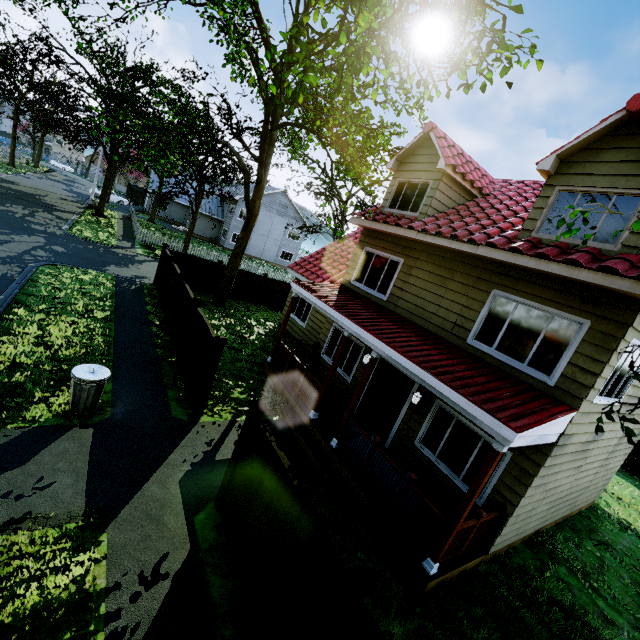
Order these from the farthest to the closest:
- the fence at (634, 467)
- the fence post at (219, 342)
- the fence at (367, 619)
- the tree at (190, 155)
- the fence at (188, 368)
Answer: the fence at (634, 467)
the fence at (188, 368)
the fence post at (219, 342)
the tree at (190, 155)
the fence at (367, 619)

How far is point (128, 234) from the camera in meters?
27.1 m

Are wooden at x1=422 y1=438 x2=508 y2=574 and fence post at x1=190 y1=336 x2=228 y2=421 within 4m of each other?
no

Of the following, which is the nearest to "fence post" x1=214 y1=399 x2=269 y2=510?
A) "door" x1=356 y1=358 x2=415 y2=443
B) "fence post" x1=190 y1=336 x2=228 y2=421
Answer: "fence post" x1=190 y1=336 x2=228 y2=421

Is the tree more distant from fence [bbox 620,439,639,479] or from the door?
the door

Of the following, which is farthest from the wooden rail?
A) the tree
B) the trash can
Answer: the trash can

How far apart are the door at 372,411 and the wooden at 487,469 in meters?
3.5

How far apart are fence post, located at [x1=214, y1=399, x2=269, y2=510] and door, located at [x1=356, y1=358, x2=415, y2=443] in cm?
475
